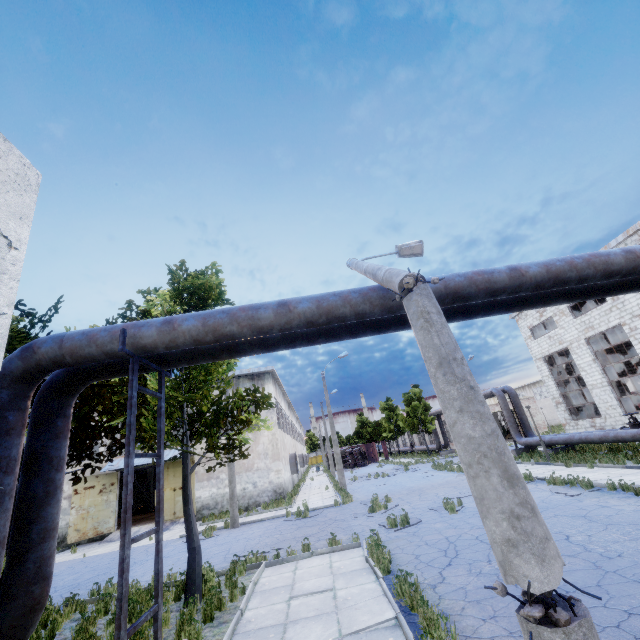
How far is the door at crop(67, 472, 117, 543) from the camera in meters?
21.0

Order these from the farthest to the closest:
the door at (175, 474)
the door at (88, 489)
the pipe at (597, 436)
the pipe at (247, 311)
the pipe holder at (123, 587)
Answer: the door at (175, 474) → the door at (88, 489) → the pipe at (597, 436) → the pipe at (247, 311) → the pipe holder at (123, 587)

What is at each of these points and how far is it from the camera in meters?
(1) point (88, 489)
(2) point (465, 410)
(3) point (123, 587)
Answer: (1) door, 22.1 m
(2) lamp post, 3.1 m
(3) pipe holder, 4.0 m

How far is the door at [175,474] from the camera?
22.9m

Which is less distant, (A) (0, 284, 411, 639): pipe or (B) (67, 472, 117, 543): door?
(A) (0, 284, 411, 639): pipe

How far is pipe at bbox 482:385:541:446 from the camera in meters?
23.3

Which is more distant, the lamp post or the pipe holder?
the pipe holder

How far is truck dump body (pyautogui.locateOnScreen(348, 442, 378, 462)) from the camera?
53.2 meters
